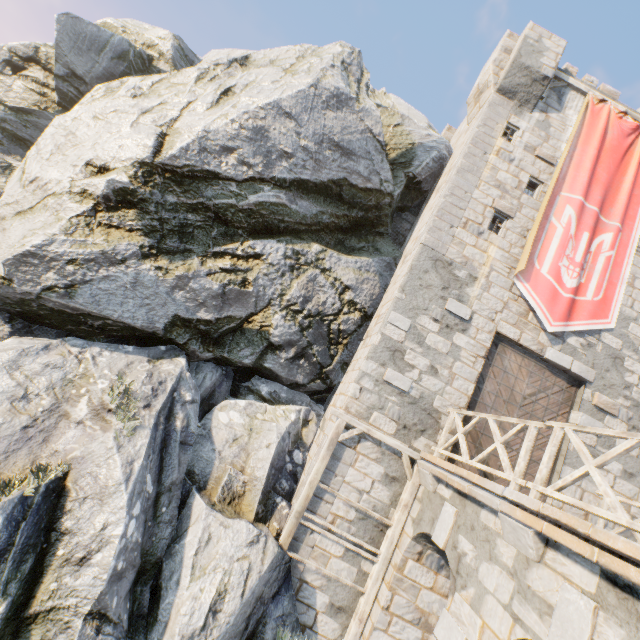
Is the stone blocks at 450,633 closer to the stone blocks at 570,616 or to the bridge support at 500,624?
the bridge support at 500,624

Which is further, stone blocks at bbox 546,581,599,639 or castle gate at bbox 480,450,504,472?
castle gate at bbox 480,450,504,472

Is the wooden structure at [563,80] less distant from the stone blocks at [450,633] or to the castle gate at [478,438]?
the castle gate at [478,438]

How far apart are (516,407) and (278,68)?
13.5m

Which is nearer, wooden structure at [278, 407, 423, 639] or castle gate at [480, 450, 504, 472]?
wooden structure at [278, 407, 423, 639]

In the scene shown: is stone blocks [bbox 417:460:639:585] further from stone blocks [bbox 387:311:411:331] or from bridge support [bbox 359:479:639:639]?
stone blocks [bbox 387:311:411:331]

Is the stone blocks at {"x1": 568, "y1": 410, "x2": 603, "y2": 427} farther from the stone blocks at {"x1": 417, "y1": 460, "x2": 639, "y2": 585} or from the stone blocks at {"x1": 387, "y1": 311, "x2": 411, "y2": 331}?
the stone blocks at {"x1": 387, "y1": 311, "x2": 411, "y2": 331}

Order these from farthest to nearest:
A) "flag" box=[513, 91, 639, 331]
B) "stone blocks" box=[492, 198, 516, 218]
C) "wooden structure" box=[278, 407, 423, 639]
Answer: "stone blocks" box=[492, 198, 516, 218], "flag" box=[513, 91, 639, 331], "wooden structure" box=[278, 407, 423, 639]
